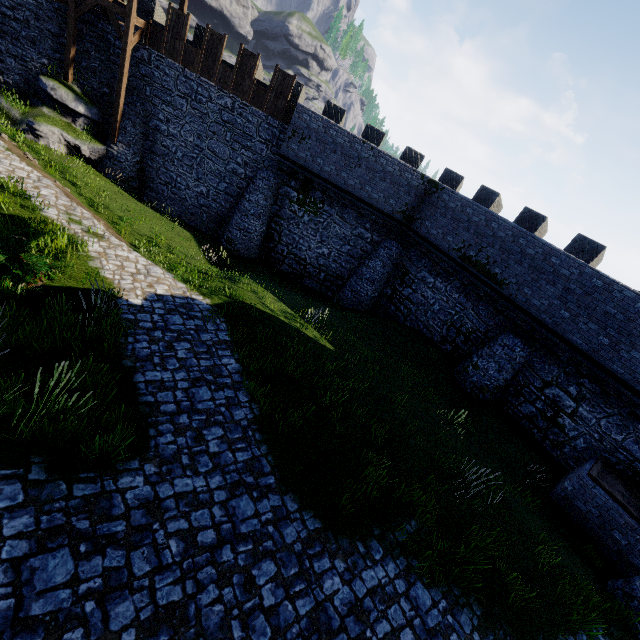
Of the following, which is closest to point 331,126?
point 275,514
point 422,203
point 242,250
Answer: point 422,203

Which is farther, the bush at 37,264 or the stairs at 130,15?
the stairs at 130,15

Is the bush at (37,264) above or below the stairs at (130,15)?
below

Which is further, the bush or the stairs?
the stairs

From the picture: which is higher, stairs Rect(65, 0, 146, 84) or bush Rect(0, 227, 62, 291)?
stairs Rect(65, 0, 146, 84)
